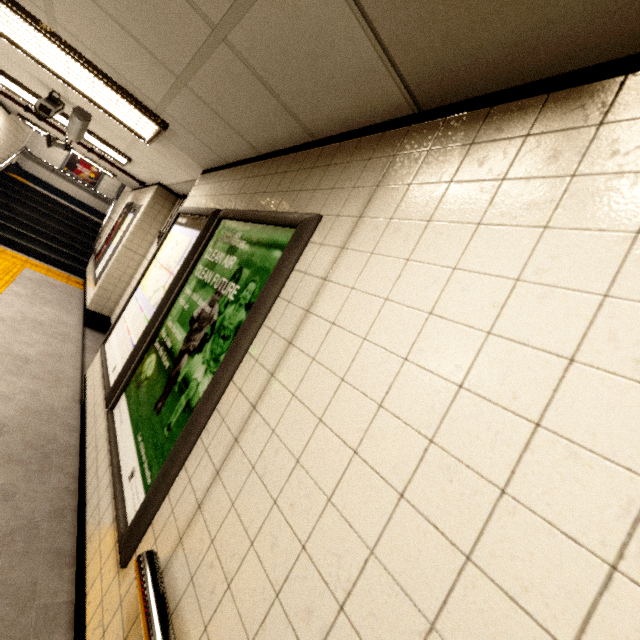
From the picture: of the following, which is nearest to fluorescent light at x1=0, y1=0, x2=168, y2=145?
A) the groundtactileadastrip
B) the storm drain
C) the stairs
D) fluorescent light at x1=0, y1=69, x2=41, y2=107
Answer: the storm drain

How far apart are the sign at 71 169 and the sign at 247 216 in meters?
15.2

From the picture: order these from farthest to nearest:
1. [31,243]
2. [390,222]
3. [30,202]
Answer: [30,202] < [31,243] < [390,222]

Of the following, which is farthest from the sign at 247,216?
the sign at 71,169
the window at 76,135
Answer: the sign at 71,169

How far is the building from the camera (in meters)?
12.55

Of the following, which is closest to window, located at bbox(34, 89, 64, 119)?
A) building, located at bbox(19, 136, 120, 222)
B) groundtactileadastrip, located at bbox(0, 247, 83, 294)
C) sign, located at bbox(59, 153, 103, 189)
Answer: groundtactileadastrip, located at bbox(0, 247, 83, 294)

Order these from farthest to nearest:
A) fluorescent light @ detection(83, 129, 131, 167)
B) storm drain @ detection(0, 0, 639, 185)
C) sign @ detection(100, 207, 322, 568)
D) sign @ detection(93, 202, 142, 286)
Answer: sign @ detection(93, 202, 142, 286) → fluorescent light @ detection(83, 129, 131, 167) → sign @ detection(100, 207, 322, 568) → storm drain @ detection(0, 0, 639, 185)

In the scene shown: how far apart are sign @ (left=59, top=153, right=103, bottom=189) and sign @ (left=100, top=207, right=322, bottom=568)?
15.2 meters
